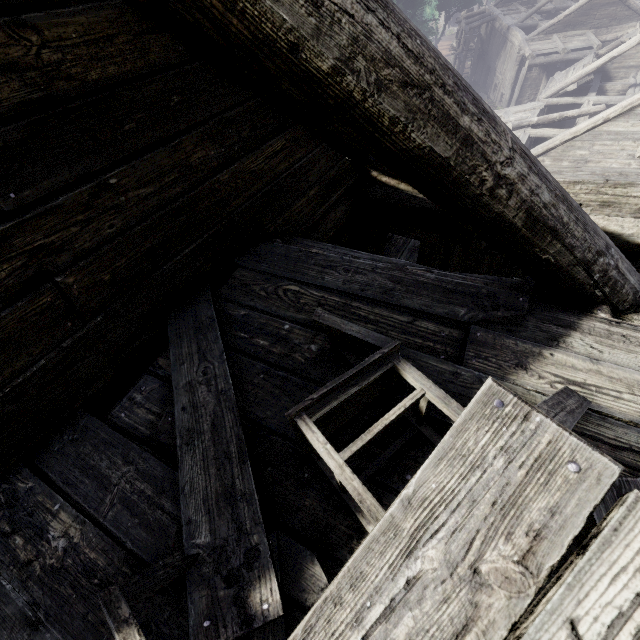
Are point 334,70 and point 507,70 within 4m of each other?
no

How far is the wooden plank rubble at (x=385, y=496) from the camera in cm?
163

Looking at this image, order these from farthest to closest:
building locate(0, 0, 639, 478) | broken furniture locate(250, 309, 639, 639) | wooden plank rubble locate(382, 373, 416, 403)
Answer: wooden plank rubble locate(382, 373, 416, 403)
building locate(0, 0, 639, 478)
broken furniture locate(250, 309, 639, 639)

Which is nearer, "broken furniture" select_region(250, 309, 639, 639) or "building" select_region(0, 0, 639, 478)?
"broken furniture" select_region(250, 309, 639, 639)

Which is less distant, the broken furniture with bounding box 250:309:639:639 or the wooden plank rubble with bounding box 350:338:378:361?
the broken furniture with bounding box 250:309:639:639

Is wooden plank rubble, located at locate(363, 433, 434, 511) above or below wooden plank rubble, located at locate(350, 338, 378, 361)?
below

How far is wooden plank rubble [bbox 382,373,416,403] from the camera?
1.81m
